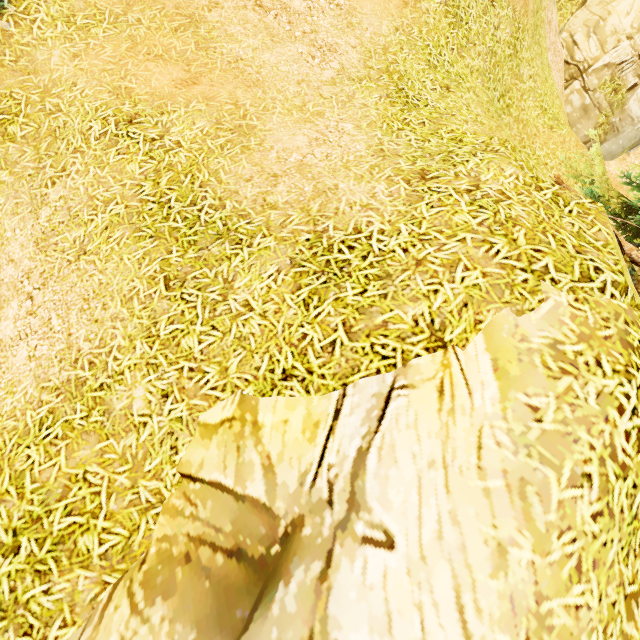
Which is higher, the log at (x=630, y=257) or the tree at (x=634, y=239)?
the tree at (x=634, y=239)

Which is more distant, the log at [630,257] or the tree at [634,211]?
the tree at [634,211]

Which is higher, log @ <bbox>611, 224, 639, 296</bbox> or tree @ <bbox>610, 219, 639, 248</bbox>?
tree @ <bbox>610, 219, 639, 248</bbox>

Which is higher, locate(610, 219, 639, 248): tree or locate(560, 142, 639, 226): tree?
locate(560, 142, 639, 226): tree

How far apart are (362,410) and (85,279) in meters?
3.4

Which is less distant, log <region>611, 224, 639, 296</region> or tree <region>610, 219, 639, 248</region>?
log <region>611, 224, 639, 296</region>
